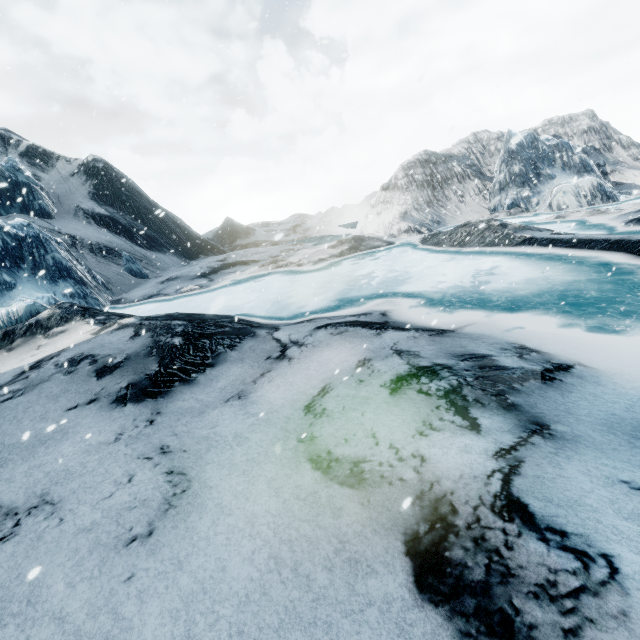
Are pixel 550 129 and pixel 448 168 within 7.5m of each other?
no
